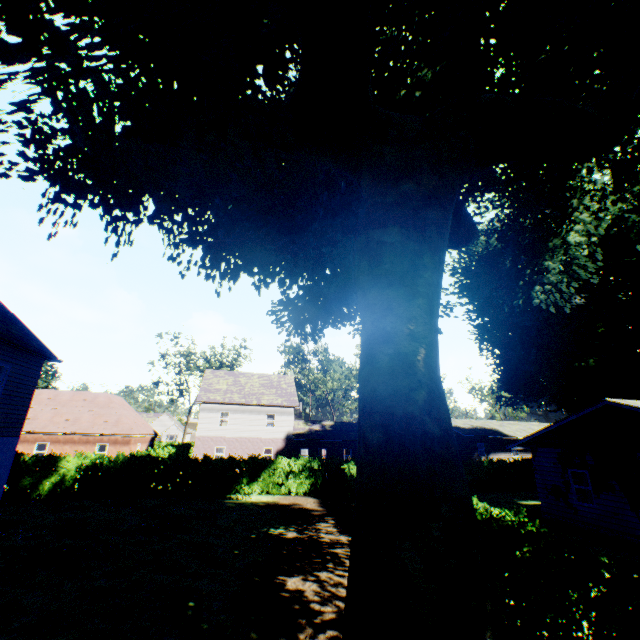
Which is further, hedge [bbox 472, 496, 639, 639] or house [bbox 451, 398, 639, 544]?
house [bbox 451, 398, 639, 544]

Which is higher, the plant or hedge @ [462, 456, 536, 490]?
the plant

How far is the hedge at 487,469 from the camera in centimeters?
2641cm

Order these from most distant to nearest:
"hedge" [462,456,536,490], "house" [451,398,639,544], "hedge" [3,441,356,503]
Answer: "hedge" [462,456,536,490], "hedge" [3,441,356,503], "house" [451,398,639,544]

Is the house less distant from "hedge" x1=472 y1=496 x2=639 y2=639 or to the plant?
the plant

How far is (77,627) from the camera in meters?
6.7

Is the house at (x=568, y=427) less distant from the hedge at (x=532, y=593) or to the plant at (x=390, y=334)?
the plant at (x=390, y=334)

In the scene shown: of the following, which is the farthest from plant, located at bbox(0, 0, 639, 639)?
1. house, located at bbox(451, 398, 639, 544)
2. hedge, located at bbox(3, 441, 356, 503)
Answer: hedge, located at bbox(3, 441, 356, 503)
